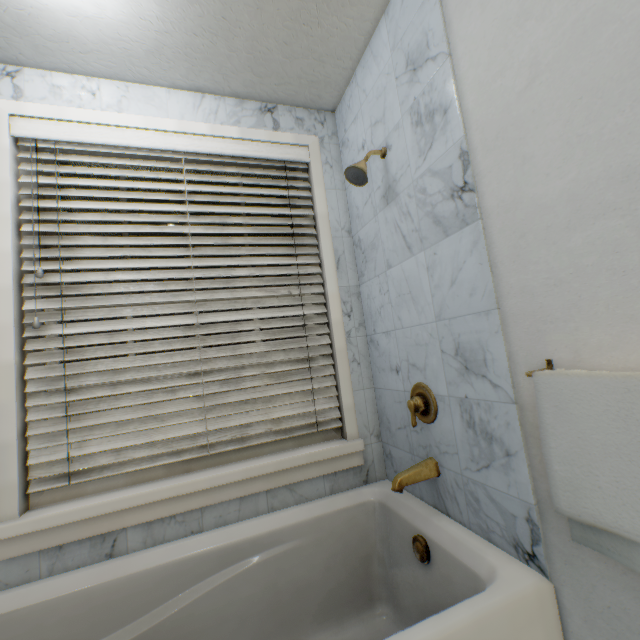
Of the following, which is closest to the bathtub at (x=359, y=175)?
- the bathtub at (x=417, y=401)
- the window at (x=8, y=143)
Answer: the window at (x=8, y=143)

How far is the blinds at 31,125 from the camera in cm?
117

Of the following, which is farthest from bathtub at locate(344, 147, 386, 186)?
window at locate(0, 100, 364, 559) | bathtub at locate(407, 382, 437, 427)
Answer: bathtub at locate(407, 382, 437, 427)

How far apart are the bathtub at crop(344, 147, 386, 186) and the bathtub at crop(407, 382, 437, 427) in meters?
0.9

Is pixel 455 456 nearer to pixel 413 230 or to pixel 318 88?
pixel 413 230

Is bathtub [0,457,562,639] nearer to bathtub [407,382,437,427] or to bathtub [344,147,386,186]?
bathtub [407,382,437,427]

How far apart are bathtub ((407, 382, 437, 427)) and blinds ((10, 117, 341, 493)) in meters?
0.4 m

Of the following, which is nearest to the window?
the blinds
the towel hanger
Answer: the blinds
